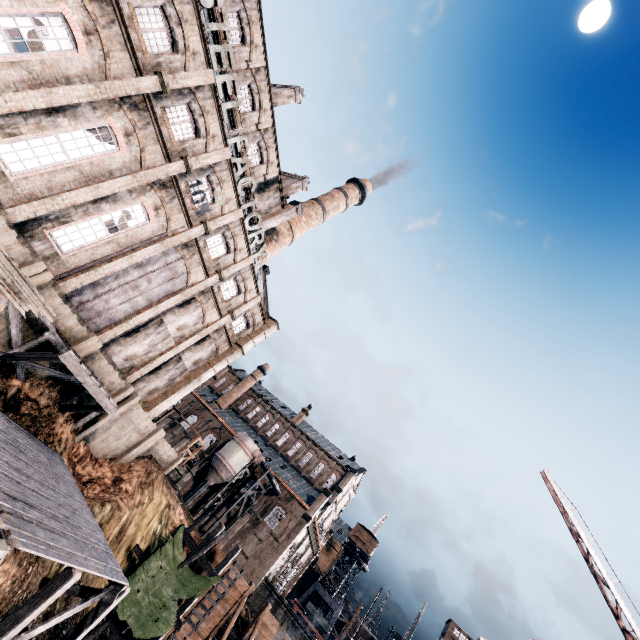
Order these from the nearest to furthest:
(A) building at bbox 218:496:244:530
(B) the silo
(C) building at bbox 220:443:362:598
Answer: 1. (C) building at bbox 220:443:362:598
2. (B) the silo
3. (A) building at bbox 218:496:244:530

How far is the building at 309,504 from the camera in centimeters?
4394cm

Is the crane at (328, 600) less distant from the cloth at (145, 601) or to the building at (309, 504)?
the building at (309, 504)

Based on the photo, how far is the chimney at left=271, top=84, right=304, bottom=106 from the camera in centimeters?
3257cm

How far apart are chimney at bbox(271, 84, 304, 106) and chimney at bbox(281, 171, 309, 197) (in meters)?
7.55

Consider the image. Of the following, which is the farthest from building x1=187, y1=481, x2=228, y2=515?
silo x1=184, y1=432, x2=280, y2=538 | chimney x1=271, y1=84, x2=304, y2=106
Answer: chimney x1=271, y1=84, x2=304, y2=106

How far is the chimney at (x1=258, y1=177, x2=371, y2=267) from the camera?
40.22m

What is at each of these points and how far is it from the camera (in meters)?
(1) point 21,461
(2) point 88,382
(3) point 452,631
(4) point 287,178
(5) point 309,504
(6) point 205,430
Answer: (1) wooden scaffolding, 13.52
(2) wooden platform, 16.84
(3) building, 52.69
(4) chimney, 40.62
(5) building, 49.88
(6) building, 58.09
